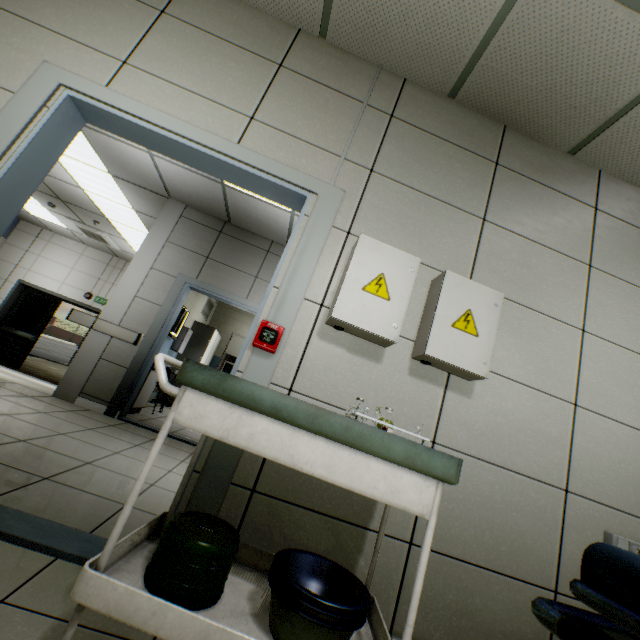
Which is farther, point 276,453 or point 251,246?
point 251,246

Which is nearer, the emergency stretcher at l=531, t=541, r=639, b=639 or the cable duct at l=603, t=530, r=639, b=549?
the emergency stretcher at l=531, t=541, r=639, b=639

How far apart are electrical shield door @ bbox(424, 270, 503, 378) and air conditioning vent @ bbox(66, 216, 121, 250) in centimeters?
874cm

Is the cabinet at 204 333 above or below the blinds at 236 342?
below

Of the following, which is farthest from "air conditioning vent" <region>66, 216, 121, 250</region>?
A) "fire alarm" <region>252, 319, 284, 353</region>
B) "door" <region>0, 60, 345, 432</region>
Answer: "fire alarm" <region>252, 319, 284, 353</region>

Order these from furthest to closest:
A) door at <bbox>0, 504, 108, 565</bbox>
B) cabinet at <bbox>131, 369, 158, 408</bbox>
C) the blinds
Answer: the blinds → cabinet at <bbox>131, 369, 158, 408</bbox> → door at <bbox>0, 504, 108, 565</bbox>

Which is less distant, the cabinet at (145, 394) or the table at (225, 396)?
the table at (225, 396)

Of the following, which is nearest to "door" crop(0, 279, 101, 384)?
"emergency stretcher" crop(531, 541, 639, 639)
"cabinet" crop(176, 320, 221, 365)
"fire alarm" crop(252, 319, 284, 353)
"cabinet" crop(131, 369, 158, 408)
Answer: "cabinet" crop(176, 320, 221, 365)
